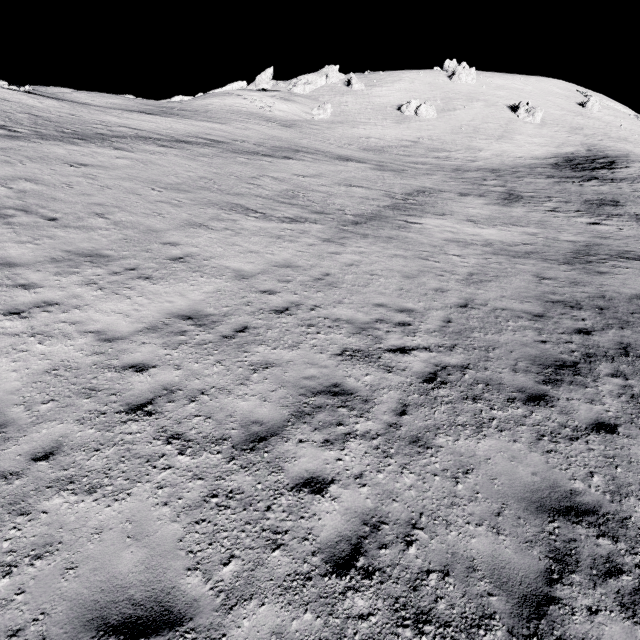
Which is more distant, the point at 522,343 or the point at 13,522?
the point at 522,343
